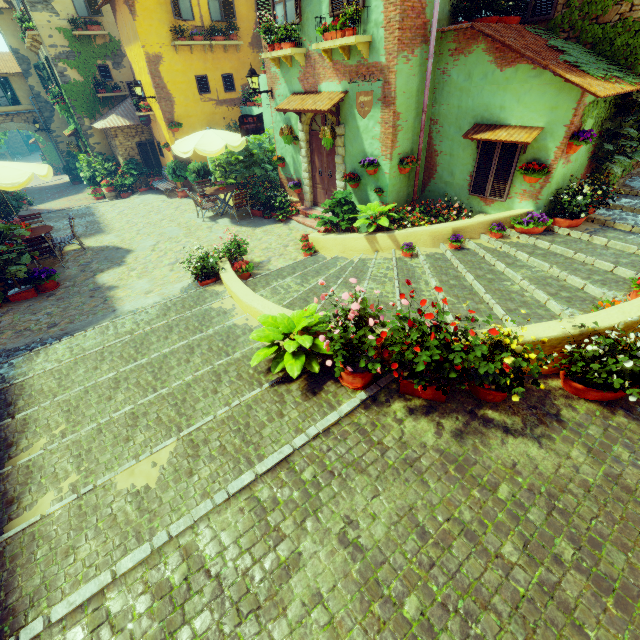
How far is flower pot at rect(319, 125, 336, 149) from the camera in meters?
8.3 m

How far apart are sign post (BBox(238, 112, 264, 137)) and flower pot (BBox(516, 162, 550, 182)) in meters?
7.8 m

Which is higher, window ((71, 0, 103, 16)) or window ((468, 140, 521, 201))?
window ((71, 0, 103, 16))

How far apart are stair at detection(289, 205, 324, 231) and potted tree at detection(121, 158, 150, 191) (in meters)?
10.11

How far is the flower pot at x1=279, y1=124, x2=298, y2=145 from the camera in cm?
959

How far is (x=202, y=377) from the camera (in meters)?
4.70

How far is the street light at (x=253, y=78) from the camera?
9.70m

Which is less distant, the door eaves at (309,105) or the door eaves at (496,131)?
the door eaves at (496,131)
